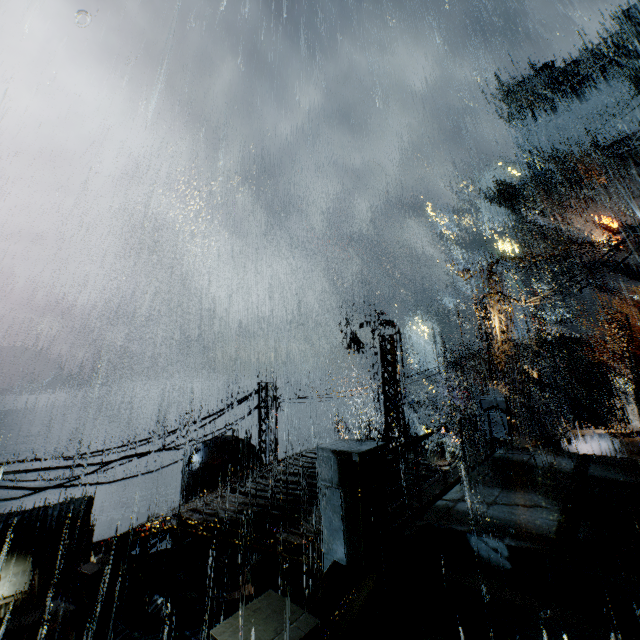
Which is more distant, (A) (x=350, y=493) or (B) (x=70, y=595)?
(B) (x=70, y=595)

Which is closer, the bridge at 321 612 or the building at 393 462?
the bridge at 321 612

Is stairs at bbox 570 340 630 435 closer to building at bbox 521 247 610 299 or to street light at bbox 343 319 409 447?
building at bbox 521 247 610 299

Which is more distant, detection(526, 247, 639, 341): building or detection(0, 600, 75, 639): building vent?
detection(526, 247, 639, 341): building

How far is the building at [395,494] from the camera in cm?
930

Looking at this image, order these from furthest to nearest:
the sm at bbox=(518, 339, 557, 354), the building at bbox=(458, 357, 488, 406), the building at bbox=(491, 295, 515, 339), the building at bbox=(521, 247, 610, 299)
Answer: the building at bbox=(521, 247, 610, 299) → the building at bbox=(458, 357, 488, 406) → the sm at bbox=(518, 339, 557, 354) → the building at bbox=(491, 295, 515, 339)

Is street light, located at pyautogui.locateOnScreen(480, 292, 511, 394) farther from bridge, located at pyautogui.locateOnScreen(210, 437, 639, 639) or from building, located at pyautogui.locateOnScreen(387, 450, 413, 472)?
building, located at pyautogui.locateOnScreen(387, 450, 413, 472)

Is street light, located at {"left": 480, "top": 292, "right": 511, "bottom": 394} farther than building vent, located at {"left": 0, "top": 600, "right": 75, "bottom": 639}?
No
